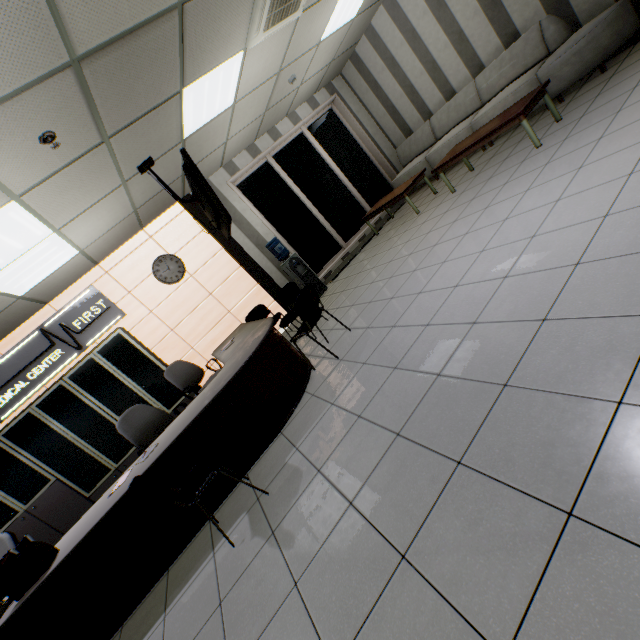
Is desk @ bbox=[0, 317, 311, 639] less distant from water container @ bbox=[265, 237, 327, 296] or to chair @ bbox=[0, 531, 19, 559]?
chair @ bbox=[0, 531, 19, 559]

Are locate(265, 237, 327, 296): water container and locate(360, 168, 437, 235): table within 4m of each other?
yes

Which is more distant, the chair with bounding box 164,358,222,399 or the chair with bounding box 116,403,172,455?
the chair with bounding box 164,358,222,399

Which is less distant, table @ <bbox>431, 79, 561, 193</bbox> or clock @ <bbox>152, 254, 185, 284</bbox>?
table @ <bbox>431, 79, 561, 193</bbox>

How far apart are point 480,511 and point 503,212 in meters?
3.1 m

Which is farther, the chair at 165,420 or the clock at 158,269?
the clock at 158,269

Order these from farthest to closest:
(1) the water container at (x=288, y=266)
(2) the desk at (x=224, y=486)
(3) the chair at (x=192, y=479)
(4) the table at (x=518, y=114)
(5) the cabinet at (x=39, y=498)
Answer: (1) the water container at (x=288, y=266) < (5) the cabinet at (x=39, y=498) < (4) the table at (x=518, y=114) < (2) the desk at (x=224, y=486) < (3) the chair at (x=192, y=479)

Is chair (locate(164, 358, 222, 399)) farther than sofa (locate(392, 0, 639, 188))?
Yes
